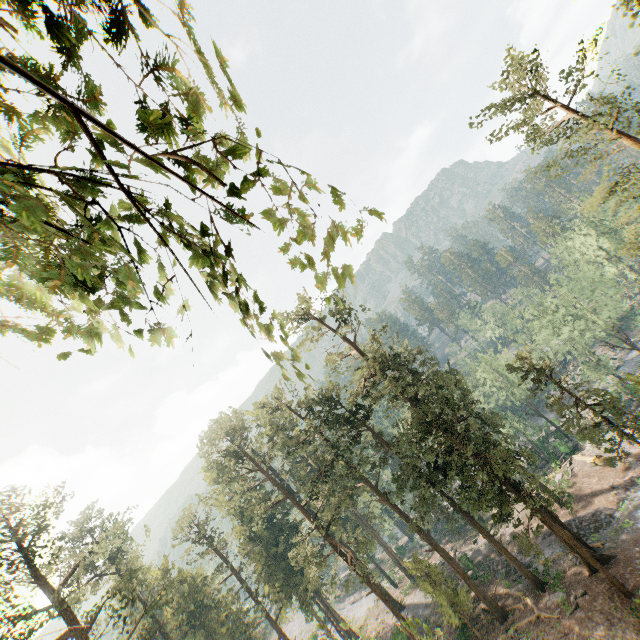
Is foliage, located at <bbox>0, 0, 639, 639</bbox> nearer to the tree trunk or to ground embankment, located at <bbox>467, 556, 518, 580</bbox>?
ground embankment, located at <bbox>467, 556, 518, 580</bbox>

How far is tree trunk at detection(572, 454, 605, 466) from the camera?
37.9 meters

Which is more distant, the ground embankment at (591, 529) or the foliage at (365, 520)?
the ground embankment at (591, 529)

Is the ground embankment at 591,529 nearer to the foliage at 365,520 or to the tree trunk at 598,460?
the foliage at 365,520

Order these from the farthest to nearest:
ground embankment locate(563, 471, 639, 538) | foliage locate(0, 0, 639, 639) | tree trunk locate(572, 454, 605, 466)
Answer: tree trunk locate(572, 454, 605, 466) → ground embankment locate(563, 471, 639, 538) → foliage locate(0, 0, 639, 639)

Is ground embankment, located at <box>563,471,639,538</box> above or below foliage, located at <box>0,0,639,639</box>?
below

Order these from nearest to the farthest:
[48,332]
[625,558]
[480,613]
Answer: [48,332] → [625,558] → [480,613]
